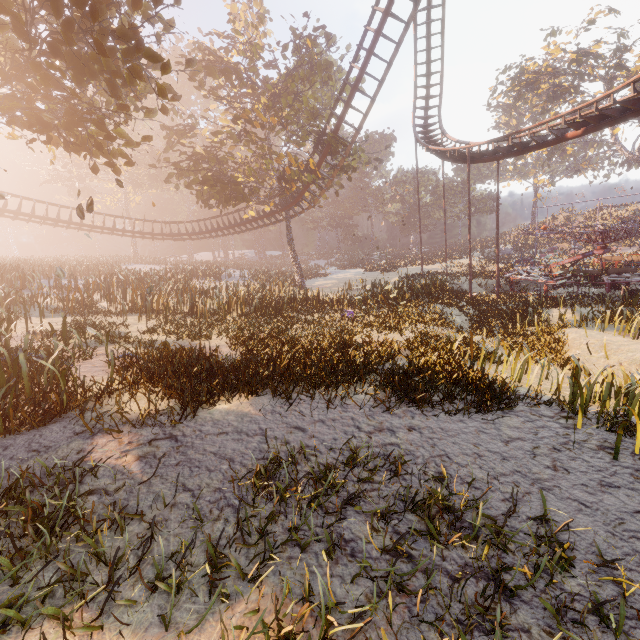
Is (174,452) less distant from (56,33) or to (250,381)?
(250,381)

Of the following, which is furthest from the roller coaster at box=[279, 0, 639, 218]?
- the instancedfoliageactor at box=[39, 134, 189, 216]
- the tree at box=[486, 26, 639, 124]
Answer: the tree at box=[486, 26, 639, 124]

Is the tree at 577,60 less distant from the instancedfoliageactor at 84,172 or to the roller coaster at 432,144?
the roller coaster at 432,144

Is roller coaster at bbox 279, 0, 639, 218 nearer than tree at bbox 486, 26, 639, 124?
Yes

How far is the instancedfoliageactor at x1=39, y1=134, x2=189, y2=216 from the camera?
43.0m

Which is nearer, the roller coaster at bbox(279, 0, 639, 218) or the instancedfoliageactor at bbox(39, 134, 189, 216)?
the roller coaster at bbox(279, 0, 639, 218)

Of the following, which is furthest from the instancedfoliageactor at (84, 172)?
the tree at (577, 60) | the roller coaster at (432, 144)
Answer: the tree at (577, 60)

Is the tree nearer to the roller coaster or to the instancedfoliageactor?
the roller coaster
